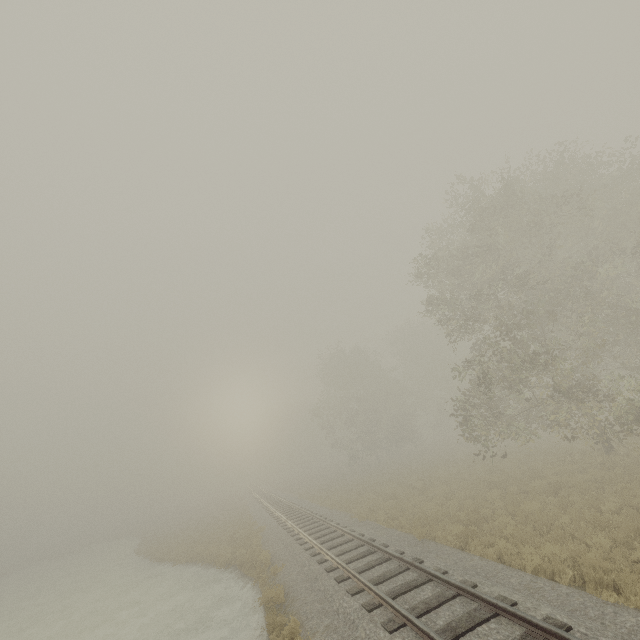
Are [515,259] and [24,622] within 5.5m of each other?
no
